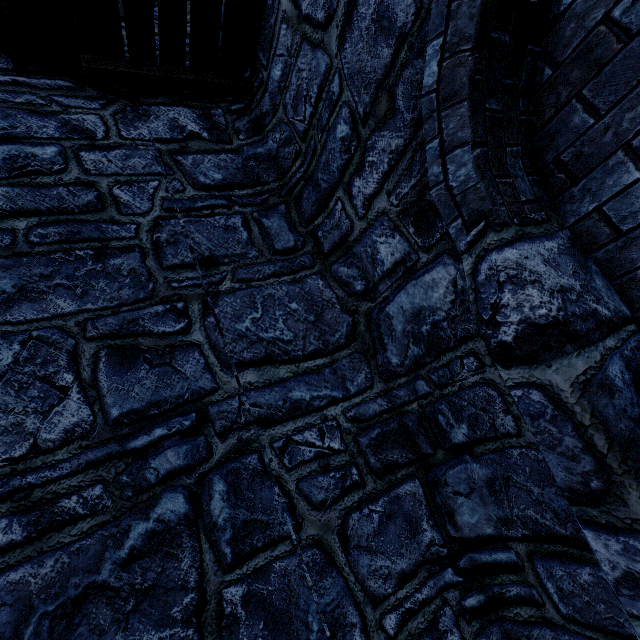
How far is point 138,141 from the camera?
3.06m
